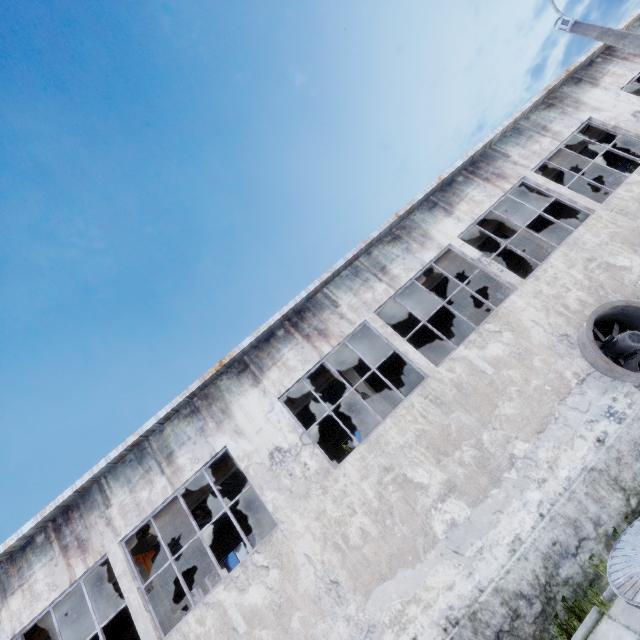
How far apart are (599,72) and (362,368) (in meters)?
18.99

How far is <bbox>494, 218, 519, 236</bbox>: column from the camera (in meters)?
14.30

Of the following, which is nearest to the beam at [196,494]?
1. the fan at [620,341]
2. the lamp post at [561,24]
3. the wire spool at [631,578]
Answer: the fan at [620,341]

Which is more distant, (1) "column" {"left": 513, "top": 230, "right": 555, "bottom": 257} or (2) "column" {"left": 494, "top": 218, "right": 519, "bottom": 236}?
(2) "column" {"left": 494, "top": 218, "right": 519, "bottom": 236}

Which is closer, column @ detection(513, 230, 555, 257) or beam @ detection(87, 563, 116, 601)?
beam @ detection(87, 563, 116, 601)

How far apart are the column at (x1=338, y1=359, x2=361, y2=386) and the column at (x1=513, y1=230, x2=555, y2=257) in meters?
9.5

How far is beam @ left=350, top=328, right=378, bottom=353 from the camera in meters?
13.1 m

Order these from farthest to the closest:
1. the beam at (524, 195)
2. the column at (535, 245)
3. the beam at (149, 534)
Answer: the beam at (524, 195), the column at (535, 245), the beam at (149, 534)
